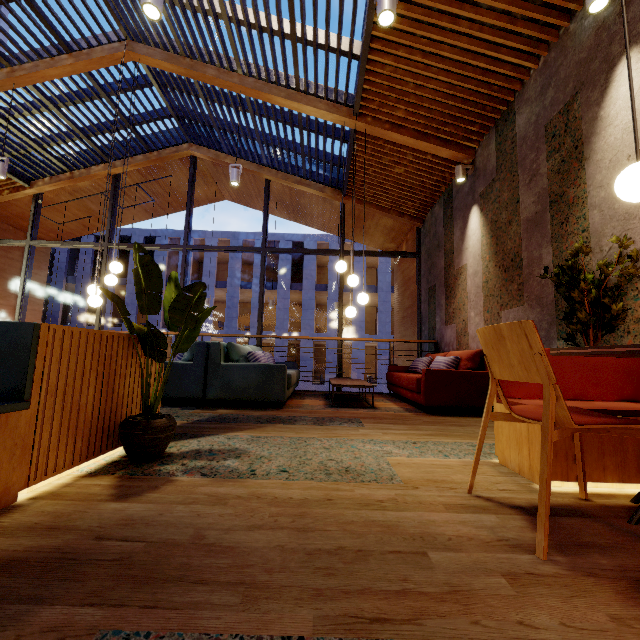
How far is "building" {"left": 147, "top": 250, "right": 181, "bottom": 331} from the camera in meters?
25.1

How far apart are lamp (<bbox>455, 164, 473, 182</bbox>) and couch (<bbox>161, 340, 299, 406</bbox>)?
4.2 meters

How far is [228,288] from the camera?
25.39m

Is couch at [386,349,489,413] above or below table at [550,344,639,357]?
below

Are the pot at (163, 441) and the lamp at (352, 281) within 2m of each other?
no

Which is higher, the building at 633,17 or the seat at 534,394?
the building at 633,17

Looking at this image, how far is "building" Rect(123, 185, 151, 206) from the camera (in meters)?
9.58

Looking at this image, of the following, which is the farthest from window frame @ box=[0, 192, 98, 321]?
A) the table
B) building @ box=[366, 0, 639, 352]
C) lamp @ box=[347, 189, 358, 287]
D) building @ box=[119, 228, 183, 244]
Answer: building @ box=[119, 228, 183, 244]
